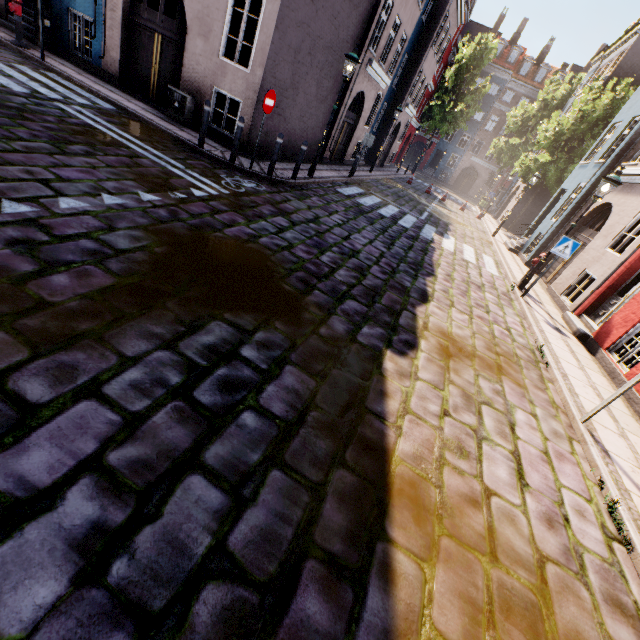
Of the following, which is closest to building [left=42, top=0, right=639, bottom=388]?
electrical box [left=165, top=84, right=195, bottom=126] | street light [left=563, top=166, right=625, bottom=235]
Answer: electrical box [left=165, top=84, right=195, bottom=126]

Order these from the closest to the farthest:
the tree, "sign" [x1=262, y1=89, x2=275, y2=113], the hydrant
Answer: "sign" [x1=262, y1=89, x2=275, y2=113] < the hydrant < the tree

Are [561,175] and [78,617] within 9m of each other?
no

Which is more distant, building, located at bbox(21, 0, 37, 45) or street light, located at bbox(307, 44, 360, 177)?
building, located at bbox(21, 0, 37, 45)

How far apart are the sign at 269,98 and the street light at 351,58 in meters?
2.8

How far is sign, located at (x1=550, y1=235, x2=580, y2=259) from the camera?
8.5 meters

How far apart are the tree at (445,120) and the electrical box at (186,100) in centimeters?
3310cm

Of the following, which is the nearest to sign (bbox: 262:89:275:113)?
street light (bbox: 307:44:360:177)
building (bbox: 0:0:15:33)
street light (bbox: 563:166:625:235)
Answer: building (bbox: 0:0:15:33)
